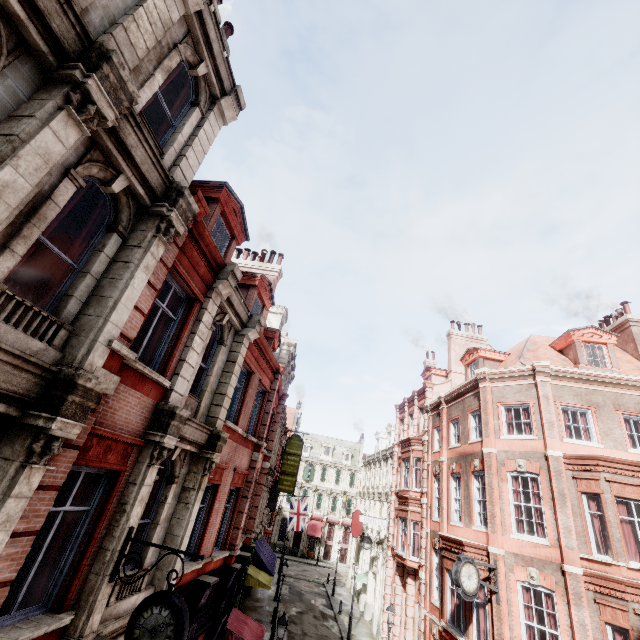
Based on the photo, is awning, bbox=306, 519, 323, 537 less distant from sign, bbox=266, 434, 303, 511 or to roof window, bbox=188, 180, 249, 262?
sign, bbox=266, 434, 303, 511

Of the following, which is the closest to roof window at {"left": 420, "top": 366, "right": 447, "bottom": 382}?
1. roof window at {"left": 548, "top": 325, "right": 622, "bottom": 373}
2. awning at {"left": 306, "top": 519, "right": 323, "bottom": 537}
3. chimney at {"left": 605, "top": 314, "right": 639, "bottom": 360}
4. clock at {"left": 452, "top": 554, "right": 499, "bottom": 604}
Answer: roof window at {"left": 548, "top": 325, "right": 622, "bottom": 373}

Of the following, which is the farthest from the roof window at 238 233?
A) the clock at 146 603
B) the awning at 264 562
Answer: the awning at 264 562

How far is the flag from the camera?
32.5 meters

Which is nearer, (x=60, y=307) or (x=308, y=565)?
(x=60, y=307)

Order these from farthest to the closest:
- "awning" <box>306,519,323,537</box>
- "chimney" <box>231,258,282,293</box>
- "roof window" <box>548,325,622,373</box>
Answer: "awning" <box>306,519,323,537</box>, "chimney" <box>231,258,282,293</box>, "roof window" <box>548,325,622,373</box>

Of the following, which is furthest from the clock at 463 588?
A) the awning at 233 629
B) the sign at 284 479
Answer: the sign at 284 479

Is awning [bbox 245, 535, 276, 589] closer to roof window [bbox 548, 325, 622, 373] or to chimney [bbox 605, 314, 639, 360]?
roof window [bbox 548, 325, 622, 373]
